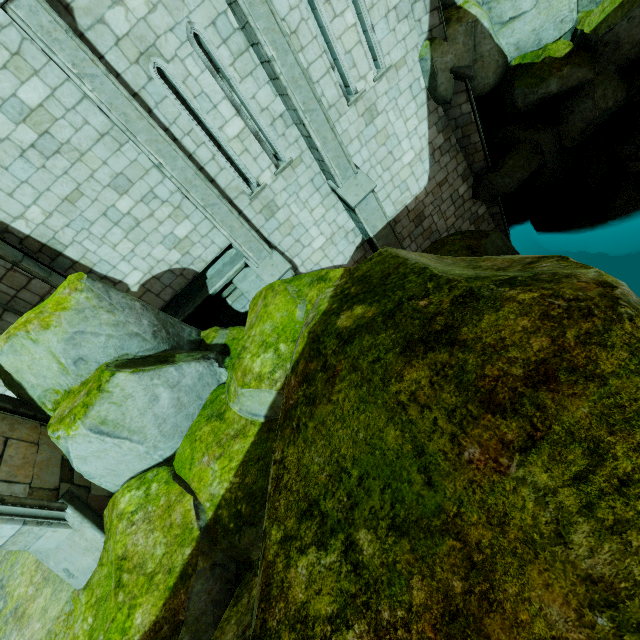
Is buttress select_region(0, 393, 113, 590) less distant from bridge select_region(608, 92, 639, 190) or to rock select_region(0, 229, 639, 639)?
rock select_region(0, 229, 639, 639)

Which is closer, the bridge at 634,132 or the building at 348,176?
the building at 348,176

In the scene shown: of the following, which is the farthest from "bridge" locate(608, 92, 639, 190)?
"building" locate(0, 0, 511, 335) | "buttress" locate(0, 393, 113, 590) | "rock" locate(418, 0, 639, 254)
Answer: "buttress" locate(0, 393, 113, 590)

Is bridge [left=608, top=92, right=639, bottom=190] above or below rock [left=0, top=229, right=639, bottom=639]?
below

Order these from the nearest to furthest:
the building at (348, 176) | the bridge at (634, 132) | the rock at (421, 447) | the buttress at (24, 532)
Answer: the rock at (421, 447) < the buttress at (24, 532) < the building at (348, 176) < the bridge at (634, 132)

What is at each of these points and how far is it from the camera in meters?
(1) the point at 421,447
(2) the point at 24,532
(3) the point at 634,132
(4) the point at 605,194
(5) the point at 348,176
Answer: (1) rock, 1.8 m
(2) buttress, 4.4 m
(3) bridge, 9.7 m
(4) rock, 11.4 m
(5) building, 8.5 m

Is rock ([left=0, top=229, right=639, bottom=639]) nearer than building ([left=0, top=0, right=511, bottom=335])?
Yes

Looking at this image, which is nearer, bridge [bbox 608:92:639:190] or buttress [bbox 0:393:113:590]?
buttress [bbox 0:393:113:590]
